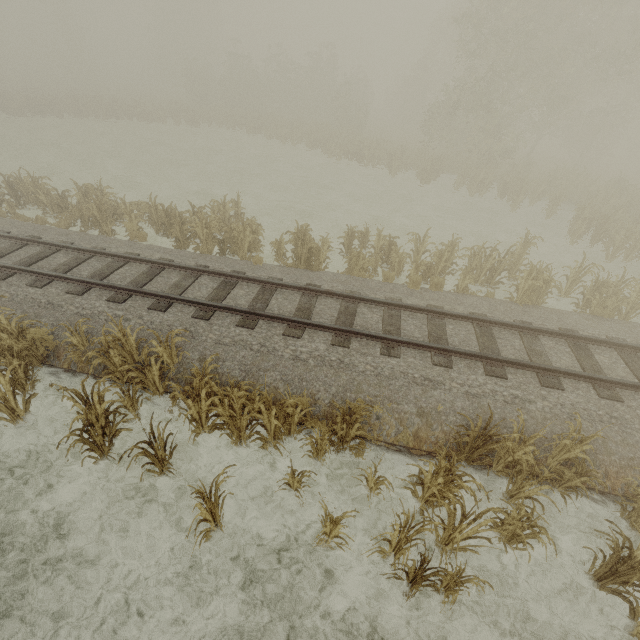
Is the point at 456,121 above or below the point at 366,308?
above

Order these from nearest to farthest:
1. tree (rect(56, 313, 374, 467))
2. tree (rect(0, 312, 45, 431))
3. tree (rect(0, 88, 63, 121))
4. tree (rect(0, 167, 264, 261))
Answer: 1. tree (rect(56, 313, 374, 467))
2. tree (rect(0, 312, 45, 431))
3. tree (rect(0, 167, 264, 261))
4. tree (rect(0, 88, 63, 121))

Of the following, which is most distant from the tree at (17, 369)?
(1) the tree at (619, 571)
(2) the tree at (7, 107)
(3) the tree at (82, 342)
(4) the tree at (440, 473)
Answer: (2) the tree at (7, 107)

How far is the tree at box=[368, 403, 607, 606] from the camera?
4.5 meters

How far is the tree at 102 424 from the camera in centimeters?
573cm

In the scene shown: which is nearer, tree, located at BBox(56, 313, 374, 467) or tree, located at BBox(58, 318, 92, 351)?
tree, located at BBox(56, 313, 374, 467)

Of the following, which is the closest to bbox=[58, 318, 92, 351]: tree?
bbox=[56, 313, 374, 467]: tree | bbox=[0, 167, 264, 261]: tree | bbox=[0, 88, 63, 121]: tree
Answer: bbox=[56, 313, 374, 467]: tree

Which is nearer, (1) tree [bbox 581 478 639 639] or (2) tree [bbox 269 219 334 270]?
(1) tree [bbox 581 478 639 639]
